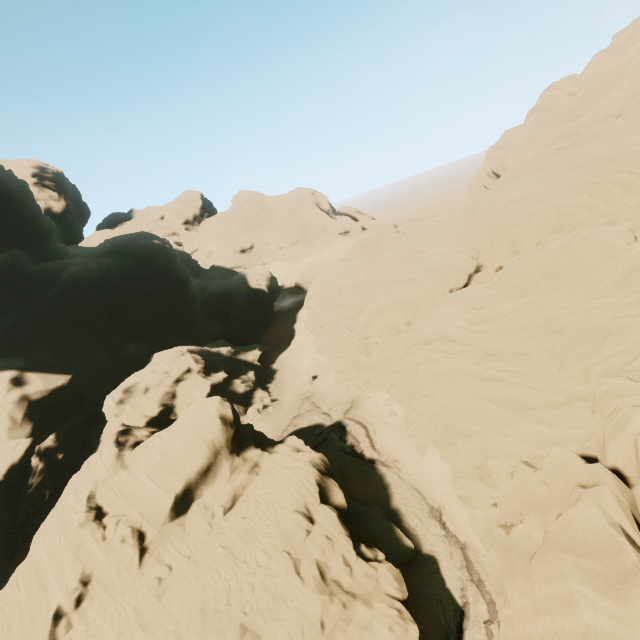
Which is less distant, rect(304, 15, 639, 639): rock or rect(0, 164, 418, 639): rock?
rect(304, 15, 639, 639): rock

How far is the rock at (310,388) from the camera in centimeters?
4284cm

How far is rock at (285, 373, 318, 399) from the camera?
42.84m

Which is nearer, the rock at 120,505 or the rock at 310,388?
the rock at 120,505

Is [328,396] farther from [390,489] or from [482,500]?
[482,500]

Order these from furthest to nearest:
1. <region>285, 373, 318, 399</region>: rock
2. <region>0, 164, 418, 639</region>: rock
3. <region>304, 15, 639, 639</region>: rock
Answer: <region>285, 373, 318, 399</region>: rock < <region>0, 164, 418, 639</region>: rock < <region>304, 15, 639, 639</region>: rock
